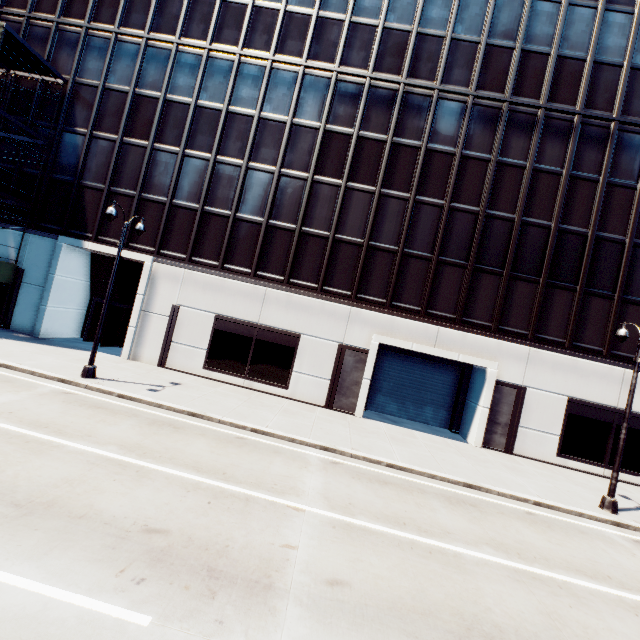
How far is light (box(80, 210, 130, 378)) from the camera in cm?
1354

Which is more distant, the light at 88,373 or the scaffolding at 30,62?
the scaffolding at 30,62

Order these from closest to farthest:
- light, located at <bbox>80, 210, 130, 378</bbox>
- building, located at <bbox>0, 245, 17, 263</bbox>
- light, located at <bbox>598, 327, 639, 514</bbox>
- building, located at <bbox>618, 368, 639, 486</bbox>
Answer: light, located at <bbox>598, 327, 639, 514</bbox>
light, located at <bbox>80, 210, 130, 378</bbox>
building, located at <bbox>618, 368, 639, 486</bbox>
building, located at <bbox>0, 245, 17, 263</bbox>

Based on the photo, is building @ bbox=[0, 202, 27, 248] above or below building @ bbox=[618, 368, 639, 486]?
above

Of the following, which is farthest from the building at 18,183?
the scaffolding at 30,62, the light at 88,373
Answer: the light at 88,373

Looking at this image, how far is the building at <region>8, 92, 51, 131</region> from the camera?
19.9m

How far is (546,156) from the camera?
18.05m
